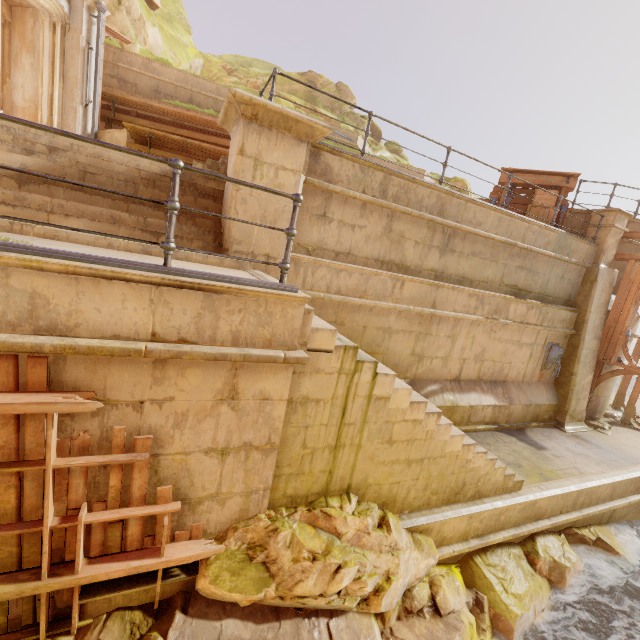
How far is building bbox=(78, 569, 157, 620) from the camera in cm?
334

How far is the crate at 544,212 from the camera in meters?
10.1 m

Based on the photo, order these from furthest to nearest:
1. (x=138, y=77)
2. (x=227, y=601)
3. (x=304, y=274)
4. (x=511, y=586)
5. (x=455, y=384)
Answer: (x=138, y=77) < (x=455, y=384) < (x=304, y=274) < (x=511, y=586) < (x=227, y=601)

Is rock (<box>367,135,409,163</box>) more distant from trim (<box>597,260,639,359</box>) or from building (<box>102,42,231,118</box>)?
trim (<box>597,260,639,359</box>)

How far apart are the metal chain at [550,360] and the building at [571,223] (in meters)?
3.41

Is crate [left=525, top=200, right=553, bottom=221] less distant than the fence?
No

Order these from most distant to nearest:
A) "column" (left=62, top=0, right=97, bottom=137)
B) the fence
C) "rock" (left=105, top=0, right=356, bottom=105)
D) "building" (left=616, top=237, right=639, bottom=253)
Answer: "rock" (left=105, top=0, right=356, bottom=105), "building" (left=616, top=237, right=639, bottom=253), "column" (left=62, top=0, right=97, bottom=137), the fence

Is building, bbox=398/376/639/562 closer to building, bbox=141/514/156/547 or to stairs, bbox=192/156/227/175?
building, bbox=141/514/156/547
